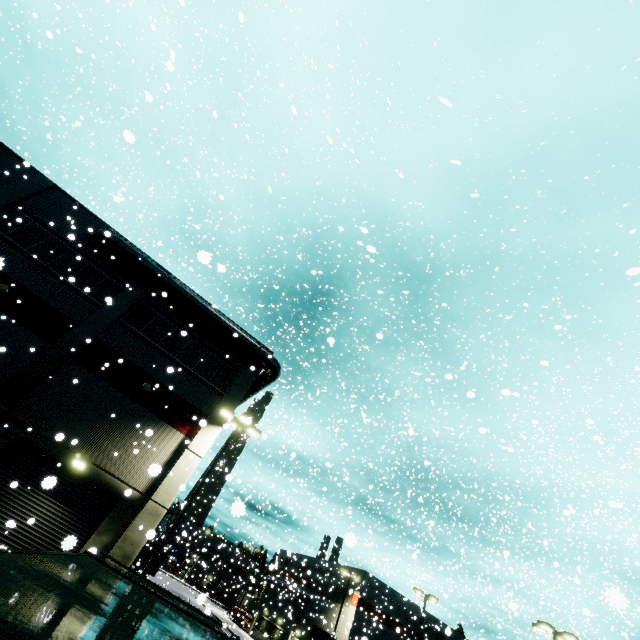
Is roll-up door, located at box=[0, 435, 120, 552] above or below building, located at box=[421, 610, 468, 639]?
below

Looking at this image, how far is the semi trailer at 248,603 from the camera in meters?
57.5

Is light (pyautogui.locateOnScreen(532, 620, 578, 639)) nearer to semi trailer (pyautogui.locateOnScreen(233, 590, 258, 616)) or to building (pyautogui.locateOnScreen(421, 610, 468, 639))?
semi trailer (pyautogui.locateOnScreen(233, 590, 258, 616))

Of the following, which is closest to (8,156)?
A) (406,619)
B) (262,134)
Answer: (262,134)

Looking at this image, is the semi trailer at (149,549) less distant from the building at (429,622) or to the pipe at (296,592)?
the building at (429,622)

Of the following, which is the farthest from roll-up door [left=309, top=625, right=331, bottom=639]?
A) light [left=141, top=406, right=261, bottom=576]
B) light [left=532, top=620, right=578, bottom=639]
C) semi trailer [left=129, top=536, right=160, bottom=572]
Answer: light [left=532, top=620, right=578, bottom=639]

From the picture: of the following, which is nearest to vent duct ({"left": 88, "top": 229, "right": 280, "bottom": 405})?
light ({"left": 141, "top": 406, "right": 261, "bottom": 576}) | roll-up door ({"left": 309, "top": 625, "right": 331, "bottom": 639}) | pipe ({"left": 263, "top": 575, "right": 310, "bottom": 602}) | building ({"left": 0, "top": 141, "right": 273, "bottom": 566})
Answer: building ({"left": 0, "top": 141, "right": 273, "bottom": 566})

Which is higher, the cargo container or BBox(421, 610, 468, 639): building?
BBox(421, 610, 468, 639): building
